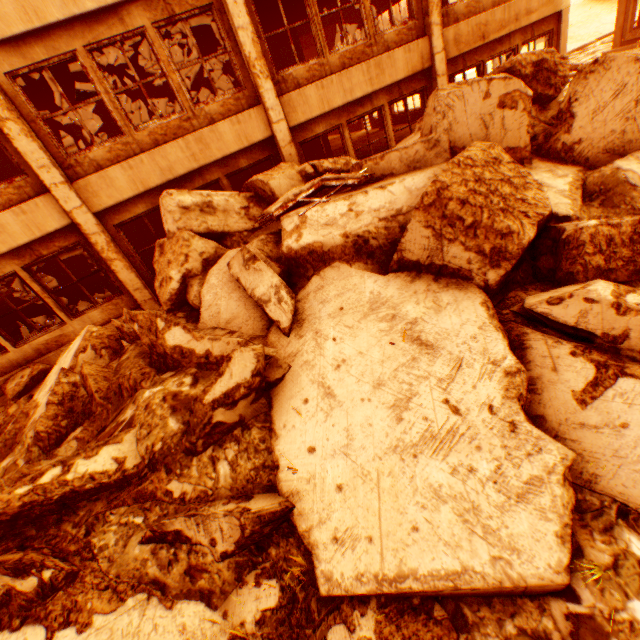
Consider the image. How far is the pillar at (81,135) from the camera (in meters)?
11.56

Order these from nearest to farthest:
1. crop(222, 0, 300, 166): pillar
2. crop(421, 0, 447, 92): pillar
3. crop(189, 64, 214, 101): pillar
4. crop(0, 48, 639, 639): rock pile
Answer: crop(0, 48, 639, 639): rock pile, crop(222, 0, 300, 166): pillar, crop(421, 0, 447, 92): pillar, crop(189, 64, 214, 101): pillar

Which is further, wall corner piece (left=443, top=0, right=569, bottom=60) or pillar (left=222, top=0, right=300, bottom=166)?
wall corner piece (left=443, top=0, right=569, bottom=60)

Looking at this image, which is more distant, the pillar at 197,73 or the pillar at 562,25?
the pillar at 197,73

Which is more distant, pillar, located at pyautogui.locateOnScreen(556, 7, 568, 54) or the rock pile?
pillar, located at pyautogui.locateOnScreen(556, 7, 568, 54)

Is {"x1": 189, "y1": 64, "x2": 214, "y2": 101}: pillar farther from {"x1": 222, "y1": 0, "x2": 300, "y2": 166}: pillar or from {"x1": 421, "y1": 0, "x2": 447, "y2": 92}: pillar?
{"x1": 421, "y1": 0, "x2": 447, "y2": 92}: pillar

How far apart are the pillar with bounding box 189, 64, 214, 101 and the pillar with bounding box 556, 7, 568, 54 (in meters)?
11.96

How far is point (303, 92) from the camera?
7.9 meters
